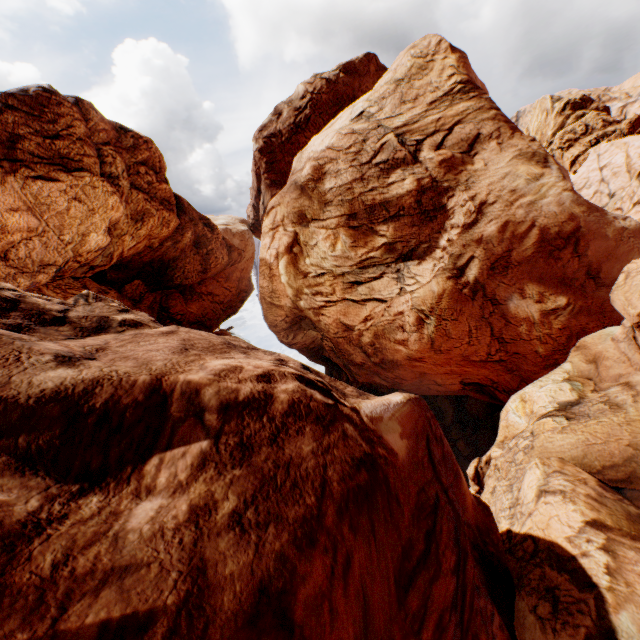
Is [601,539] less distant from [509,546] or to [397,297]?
[509,546]
